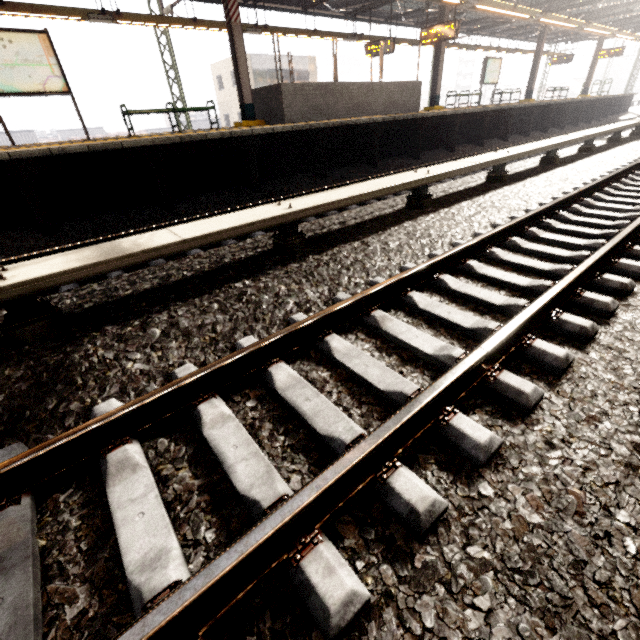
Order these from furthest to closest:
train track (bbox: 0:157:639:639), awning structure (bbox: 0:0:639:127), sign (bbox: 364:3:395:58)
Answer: sign (bbox: 364:3:395:58), awning structure (bbox: 0:0:639:127), train track (bbox: 0:157:639:639)

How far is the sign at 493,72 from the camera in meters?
16.2

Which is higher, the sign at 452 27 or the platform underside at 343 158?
the sign at 452 27

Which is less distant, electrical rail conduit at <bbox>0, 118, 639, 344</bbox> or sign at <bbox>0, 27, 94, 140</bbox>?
electrical rail conduit at <bbox>0, 118, 639, 344</bbox>

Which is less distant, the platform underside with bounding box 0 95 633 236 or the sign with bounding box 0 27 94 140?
the platform underside with bounding box 0 95 633 236

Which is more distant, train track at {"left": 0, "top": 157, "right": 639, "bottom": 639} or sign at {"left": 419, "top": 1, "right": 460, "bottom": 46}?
sign at {"left": 419, "top": 1, "right": 460, "bottom": 46}

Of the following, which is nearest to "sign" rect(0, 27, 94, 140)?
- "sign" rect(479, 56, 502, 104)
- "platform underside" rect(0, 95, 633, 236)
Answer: "platform underside" rect(0, 95, 633, 236)

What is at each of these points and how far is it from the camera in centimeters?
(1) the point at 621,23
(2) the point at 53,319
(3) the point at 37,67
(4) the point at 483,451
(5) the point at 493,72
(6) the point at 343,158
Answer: (1) awning structure, 1739cm
(2) electrical rail conduit, 254cm
(3) sign, 690cm
(4) train track, 160cm
(5) sign, 1670cm
(6) platform underside, 920cm
